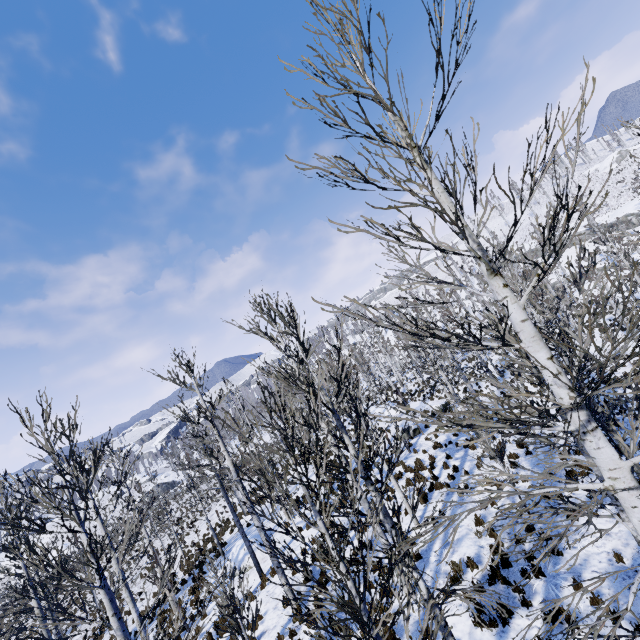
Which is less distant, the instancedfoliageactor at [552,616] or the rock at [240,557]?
the instancedfoliageactor at [552,616]

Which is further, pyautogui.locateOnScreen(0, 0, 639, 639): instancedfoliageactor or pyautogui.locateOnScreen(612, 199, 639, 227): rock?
pyautogui.locateOnScreen(612, 199, 639, 227): rock

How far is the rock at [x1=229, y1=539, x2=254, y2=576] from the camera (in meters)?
15.42

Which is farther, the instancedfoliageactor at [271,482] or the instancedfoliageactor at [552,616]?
the instancedfoliageactor at [271,482]

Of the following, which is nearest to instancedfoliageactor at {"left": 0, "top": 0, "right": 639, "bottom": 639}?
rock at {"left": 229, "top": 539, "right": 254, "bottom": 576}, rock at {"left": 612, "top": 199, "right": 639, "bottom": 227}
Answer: rock at {"left": 229, "top": 539, "right": 254, "bottom": 576}

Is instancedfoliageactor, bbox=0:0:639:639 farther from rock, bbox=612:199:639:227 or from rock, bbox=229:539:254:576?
rock, bbox=612:199:639:227

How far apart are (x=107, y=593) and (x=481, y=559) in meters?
9.7
